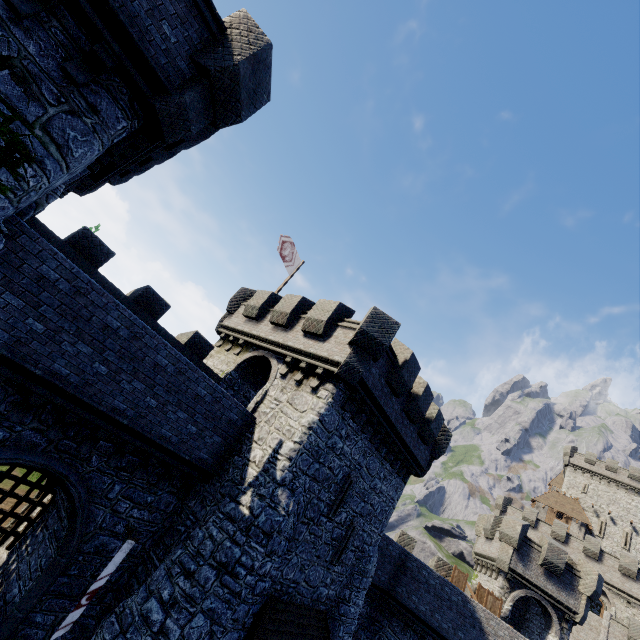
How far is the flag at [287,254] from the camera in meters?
20.0 m

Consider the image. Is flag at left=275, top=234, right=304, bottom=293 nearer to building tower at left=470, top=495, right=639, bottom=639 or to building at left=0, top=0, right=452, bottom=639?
building at left=0, top=0, right=452, bottom=639

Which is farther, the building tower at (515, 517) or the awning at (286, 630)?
the building tower at (515, 517)

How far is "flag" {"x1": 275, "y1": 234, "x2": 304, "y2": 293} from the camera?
20.0 meters

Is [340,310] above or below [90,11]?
above

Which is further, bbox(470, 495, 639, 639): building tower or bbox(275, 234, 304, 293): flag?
bbox(470, 495, 639, 639): building tower

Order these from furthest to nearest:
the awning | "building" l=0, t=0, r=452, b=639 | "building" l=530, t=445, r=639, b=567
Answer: "building" l=530, t=445, r=639, b=567, the awning, "building" l=0, t=0, r=452, b=639

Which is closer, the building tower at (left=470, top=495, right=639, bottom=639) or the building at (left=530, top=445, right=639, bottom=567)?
the building tower at (left=470, top=495, right=639, bottom=639)
